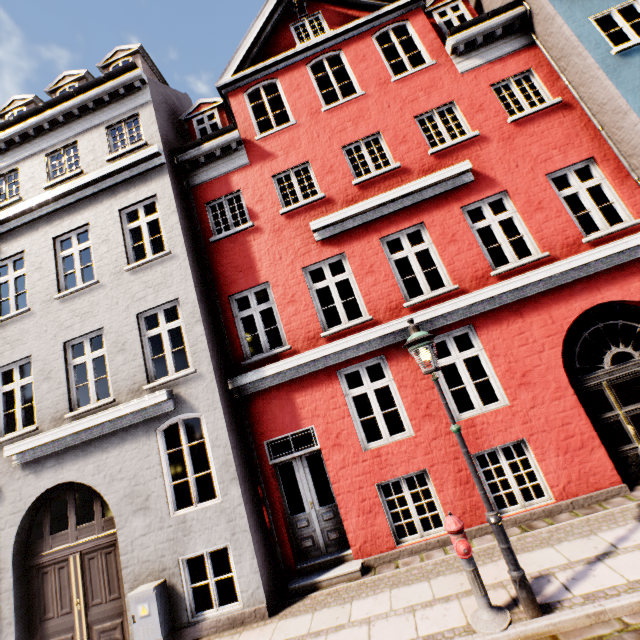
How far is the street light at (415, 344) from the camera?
3.9m

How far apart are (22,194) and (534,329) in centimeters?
1369cm

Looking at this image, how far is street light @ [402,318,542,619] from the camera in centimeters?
385cm

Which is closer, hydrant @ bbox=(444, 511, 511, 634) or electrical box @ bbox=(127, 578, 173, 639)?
hydrant @ bbox=(444, 511, 511, 634)

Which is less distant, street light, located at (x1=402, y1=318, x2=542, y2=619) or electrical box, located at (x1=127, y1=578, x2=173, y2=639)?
street light, located at (x1=402, y1=318, x2=542, y2=619)

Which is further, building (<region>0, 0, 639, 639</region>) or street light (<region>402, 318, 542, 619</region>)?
building (<region>0, 0, 639, 639</region>)

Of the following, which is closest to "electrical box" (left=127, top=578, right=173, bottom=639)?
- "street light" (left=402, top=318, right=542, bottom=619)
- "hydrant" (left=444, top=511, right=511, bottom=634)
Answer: "hydrant" (left=444, top=511, right=511, bottom=634)

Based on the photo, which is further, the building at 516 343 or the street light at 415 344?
the building at 516 343
